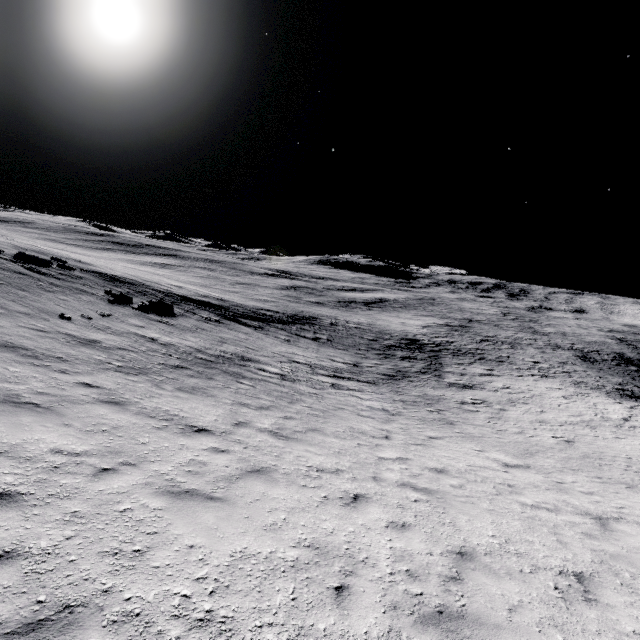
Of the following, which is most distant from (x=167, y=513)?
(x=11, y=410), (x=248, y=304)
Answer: (x=248, y=304)
